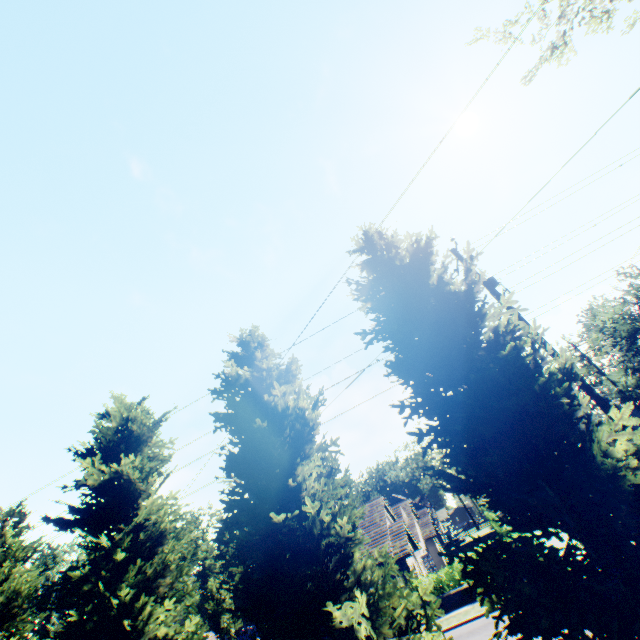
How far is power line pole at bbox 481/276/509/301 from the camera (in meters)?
10.88

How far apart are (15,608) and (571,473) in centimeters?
1641cm

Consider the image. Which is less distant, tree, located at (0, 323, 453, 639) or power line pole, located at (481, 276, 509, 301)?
tree, located at (0, 323, 453, 639)

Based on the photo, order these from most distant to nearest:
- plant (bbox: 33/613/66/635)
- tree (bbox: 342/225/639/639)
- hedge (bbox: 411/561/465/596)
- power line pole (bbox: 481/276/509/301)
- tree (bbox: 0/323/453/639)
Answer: plant (bbox: 33/613/66/635) → hedge (bbox: 411/561/465/596) → power line pole (bbox: 481/276/509/301) → tree (bbox: 0/323/453/639) → tree (bbox: 342/225/639/639)

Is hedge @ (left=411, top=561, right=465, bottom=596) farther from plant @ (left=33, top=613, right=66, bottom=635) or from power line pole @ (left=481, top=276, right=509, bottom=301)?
plant @ (left=33, top=613, right=66, bottom=635)

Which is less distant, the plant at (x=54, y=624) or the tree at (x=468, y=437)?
the tree at (x=468, y=437)

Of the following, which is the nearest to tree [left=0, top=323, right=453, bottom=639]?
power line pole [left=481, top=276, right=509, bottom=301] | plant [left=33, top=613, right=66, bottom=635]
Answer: power line pole [left=481, top=276, right=509, bottom=301]

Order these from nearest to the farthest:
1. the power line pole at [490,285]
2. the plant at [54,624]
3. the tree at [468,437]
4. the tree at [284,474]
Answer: the tree at [468,437]
the tree at [284,474]
the power line pole at [490,285]
the plant at [54,624]
